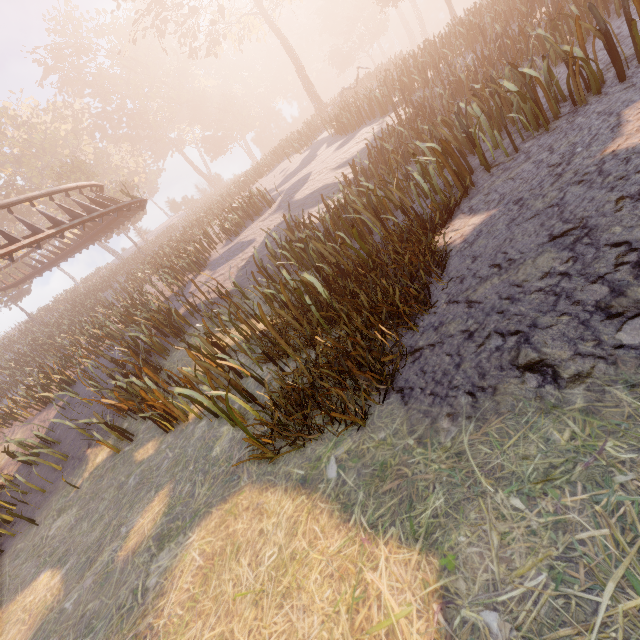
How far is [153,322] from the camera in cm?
1130
